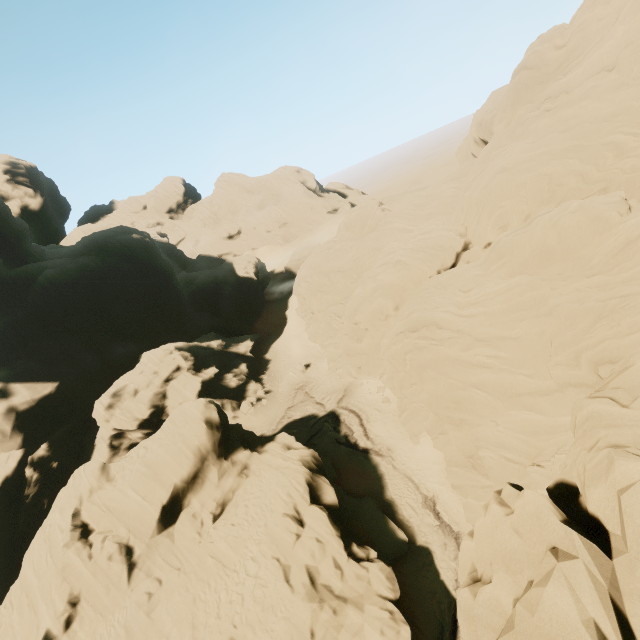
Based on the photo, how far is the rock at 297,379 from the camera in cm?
4228

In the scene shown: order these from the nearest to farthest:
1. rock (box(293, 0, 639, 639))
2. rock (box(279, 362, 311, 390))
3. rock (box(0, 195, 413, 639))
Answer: rock (box(293, 0, 639, 639)), rock (box(0, 195, 413, 639)), rock (box(279, 362, 311, 390))

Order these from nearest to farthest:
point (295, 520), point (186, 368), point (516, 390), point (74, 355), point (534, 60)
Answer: point (295, 520)
point (516, 390)
point (534, 60)
point (186, 368)
point (74, 355)

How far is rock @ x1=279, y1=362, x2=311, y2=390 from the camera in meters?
42.3

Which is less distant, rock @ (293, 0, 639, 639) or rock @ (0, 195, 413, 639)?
rock @ (293, 0, 639, 639)

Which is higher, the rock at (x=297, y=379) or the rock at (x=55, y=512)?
the rock at (x=55, y=512)
